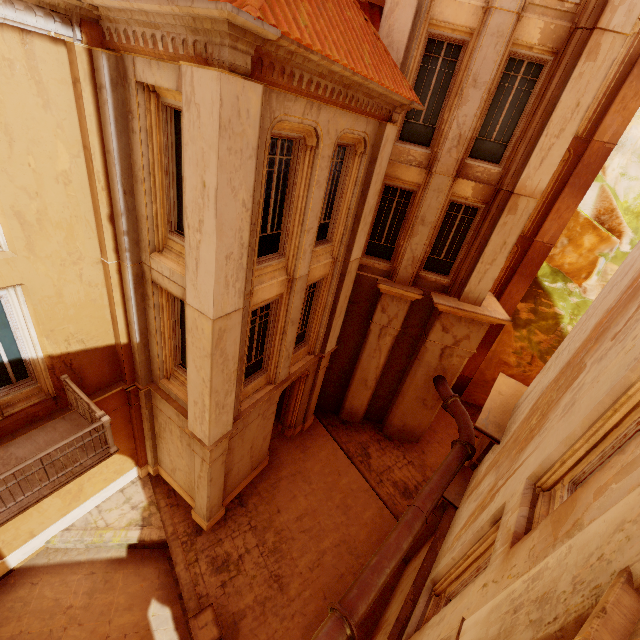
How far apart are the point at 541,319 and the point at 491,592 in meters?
16.5

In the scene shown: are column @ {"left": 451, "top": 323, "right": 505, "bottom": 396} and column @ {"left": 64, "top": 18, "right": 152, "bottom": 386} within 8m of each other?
no

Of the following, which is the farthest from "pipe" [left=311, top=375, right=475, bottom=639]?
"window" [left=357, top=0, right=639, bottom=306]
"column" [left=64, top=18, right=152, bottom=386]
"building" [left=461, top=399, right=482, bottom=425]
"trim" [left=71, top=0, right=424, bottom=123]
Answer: "trim" [left=71, top=0, right=424, bottom=123]

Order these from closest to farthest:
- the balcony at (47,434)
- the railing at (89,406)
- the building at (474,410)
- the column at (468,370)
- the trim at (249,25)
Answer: the trim at (249,25)
the railing at (89,406)
the balcony at (47,434)
the column at (468,370)
the building at (474,410)

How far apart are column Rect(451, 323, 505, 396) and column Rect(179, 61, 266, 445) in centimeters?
1324cm

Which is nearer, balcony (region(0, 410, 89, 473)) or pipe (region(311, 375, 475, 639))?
pipe (region(311, 375, 475, 639))

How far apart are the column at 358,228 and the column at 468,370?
8.4m

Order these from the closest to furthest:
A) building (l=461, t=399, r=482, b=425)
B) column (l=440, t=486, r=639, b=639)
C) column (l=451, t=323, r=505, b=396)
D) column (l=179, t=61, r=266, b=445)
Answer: column (l=440, t=486, r=639, b=639) < column (l=179, t=61, r=266, b=445) < column (l=451, t=323, r=505, b=396) < building (l=461, t=399, r=482, b=425)
